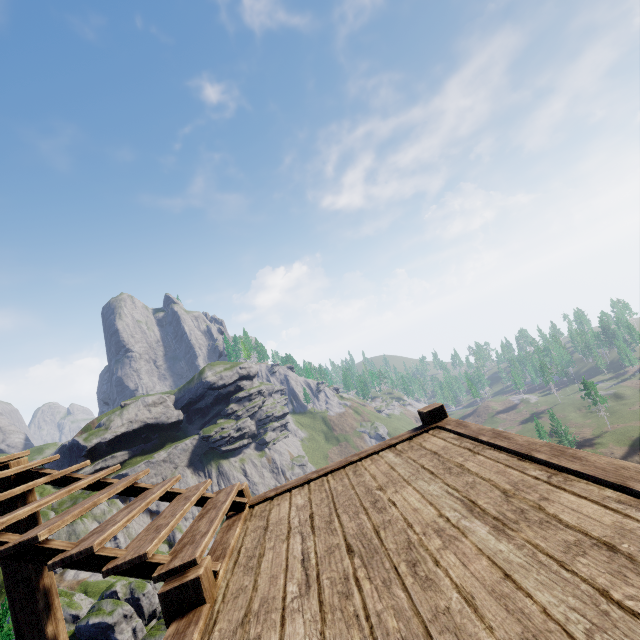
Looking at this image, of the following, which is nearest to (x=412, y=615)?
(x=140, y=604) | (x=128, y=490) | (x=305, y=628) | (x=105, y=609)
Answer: (x=305, y=628)

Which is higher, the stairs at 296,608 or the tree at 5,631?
the stairs at 296,608

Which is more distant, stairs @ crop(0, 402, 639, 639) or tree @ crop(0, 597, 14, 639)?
tree @ crop(0, 597, 14, 639)

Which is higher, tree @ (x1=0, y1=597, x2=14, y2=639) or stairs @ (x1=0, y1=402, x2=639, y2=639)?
stairs @ (x1=0, y1=402, x2=639, y2=639)

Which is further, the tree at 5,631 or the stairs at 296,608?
the tree at 5,631
